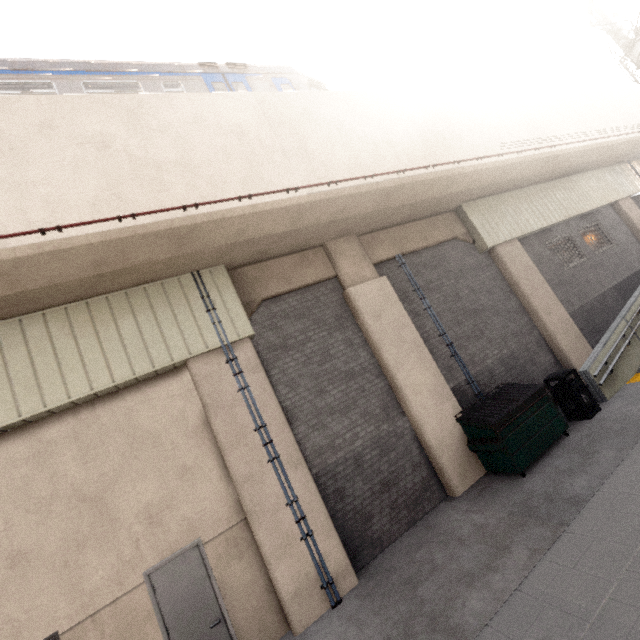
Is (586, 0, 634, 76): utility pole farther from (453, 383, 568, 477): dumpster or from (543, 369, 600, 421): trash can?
(453, 383, 568, 477): dumpster

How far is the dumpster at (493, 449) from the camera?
6.8m

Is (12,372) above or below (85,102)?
below

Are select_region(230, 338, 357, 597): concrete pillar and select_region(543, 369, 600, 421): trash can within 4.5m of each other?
no

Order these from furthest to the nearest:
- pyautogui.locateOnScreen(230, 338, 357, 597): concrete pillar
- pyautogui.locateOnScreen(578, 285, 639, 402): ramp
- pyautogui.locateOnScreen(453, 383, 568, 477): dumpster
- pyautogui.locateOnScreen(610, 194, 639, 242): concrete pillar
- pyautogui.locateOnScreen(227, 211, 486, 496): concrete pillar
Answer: pyautogui.locateOnScreen(610, 194, 639, 242): concrete pillar
pyautogui.locateOnScreen(578, 285, 639, 402): ramp
pyautogui.locateOnScreen(227, 211, 486, 496): concrete pillar
pyautogui.locateOnScreen(453, 383, 568, 477): dumpster
pyautogui.locateOnScreen(230, 338, 357, 597): concrete pillar

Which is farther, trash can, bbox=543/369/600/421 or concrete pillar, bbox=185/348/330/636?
trash can, bbox=543/369/600/421

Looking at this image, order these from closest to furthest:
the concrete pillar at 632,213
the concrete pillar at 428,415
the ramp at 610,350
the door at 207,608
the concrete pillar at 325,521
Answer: the door at 207,608, the concrete pillar at 325,521, the concrete pillar at 428,415, the ramp at 610,350, the concrete pillar at 632,213

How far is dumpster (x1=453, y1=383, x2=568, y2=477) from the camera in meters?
6.8 m
